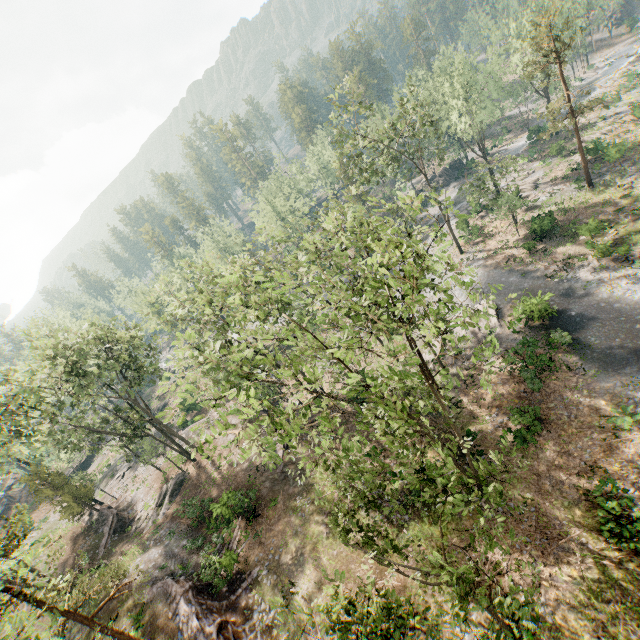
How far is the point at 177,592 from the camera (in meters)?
20.02

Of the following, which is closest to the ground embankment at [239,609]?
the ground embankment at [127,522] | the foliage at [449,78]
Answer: the foliage at [449,78]

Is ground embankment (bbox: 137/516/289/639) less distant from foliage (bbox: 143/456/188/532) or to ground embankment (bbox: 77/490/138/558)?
foliage (bbox: 143/456/188/532)

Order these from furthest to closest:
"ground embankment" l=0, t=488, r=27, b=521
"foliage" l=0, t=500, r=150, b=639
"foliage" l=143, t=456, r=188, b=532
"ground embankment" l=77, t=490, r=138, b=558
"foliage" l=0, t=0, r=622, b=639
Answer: "ground embankment" l=0, t=488, r=27, b=521 < "ground embankment" l=77, t=490, r=138, b=558 < "foliage" l=143, t=456, r=188, b=532 < "foliage" l=0, t=0, r=622, b=639 < "foliage" l=0, t=500, r=150, b=639

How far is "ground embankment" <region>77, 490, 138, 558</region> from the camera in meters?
30.4

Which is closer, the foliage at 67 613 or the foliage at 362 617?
the foliage at 67 613

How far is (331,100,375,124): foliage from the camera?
29.94m

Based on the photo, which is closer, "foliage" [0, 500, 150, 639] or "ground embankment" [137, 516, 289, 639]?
"foliage" [0, 500, 150, 639]
